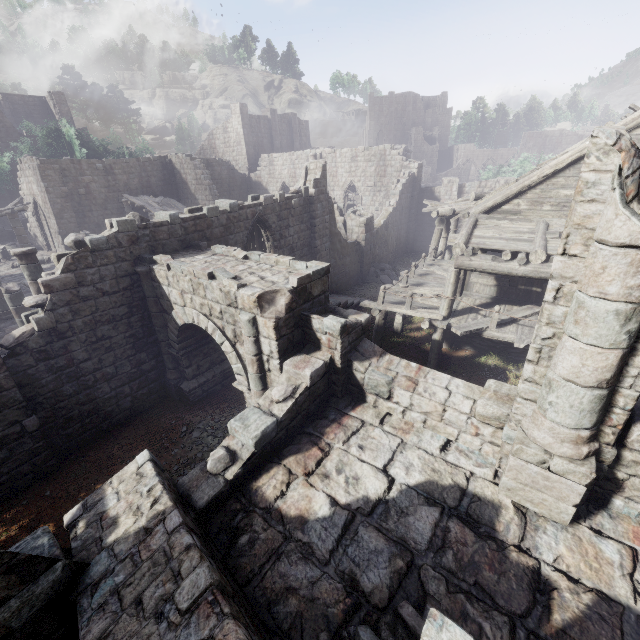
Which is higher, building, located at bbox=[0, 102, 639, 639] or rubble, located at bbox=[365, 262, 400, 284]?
building, located at bbox=[0, 102, 639, 639]

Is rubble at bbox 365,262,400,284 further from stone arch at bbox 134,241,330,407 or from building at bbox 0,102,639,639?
stone arch at bbox 134,241,330,407

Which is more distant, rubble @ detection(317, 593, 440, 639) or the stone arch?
the stone arch

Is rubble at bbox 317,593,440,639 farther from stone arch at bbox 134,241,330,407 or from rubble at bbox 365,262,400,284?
rubble at bbox 365,262,400,284

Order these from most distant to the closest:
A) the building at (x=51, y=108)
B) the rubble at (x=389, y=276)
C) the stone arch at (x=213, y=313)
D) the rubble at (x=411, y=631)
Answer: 1. the building at (x=51, y=108)
2. the rubble at (x=389, y=276)
3. the stone arch at (x=213, y=313)
4. the rubble at (x=411, y=631)

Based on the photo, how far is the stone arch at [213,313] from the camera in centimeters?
718cm

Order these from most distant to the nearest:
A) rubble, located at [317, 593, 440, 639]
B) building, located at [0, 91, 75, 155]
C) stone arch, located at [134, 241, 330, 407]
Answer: building, located at [0, 91, 75, 155], stone arch, located at [134, 241, 330, 407], rubble, located at [317, 593, 440, 639]

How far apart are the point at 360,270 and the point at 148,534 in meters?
19.9 m
